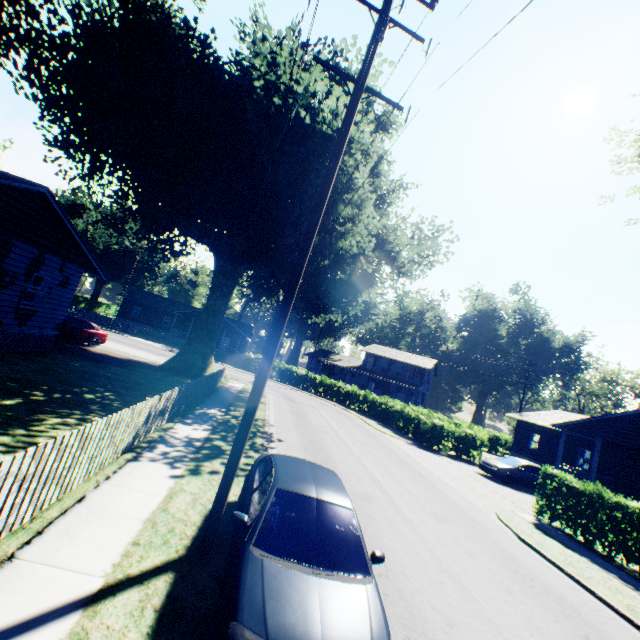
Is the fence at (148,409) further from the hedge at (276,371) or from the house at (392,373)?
the house at (392,373)

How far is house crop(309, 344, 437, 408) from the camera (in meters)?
48.97

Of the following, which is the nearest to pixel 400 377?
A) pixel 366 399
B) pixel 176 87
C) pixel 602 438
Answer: pixel 366 399

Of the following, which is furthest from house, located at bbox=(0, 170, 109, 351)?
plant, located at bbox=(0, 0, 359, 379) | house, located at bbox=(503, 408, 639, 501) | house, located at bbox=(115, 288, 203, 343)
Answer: house, located at bbox=(503, 408, 639, 501)

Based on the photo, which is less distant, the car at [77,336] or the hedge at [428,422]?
the car at [77,336]

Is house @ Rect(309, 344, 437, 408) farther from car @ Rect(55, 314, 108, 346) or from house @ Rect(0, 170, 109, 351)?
house @ Rect(0, 170, 109, 351)

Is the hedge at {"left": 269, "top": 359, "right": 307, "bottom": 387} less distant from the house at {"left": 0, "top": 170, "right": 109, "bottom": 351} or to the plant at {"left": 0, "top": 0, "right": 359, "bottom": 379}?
the plant at {"left": 0, "top": 0, "right": 359, "bottom": 379}

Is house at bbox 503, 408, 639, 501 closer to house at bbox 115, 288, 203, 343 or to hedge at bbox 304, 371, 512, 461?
hedge at bbox 304, 371, 512, 461
